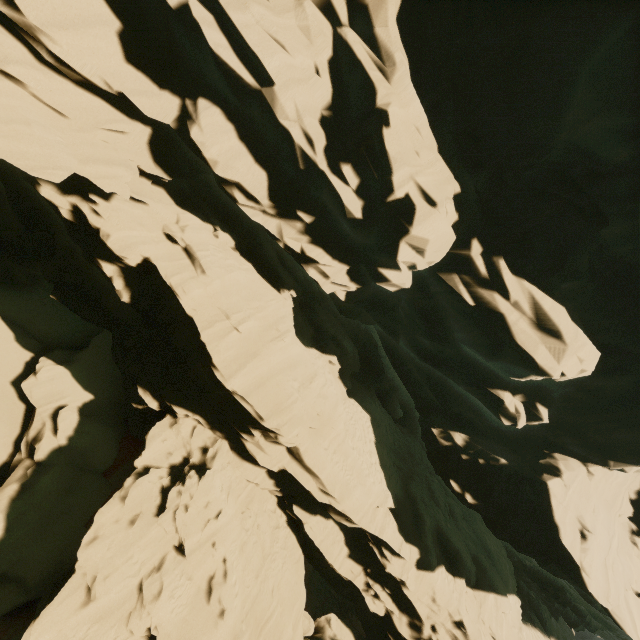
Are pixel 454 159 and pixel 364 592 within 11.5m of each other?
no
